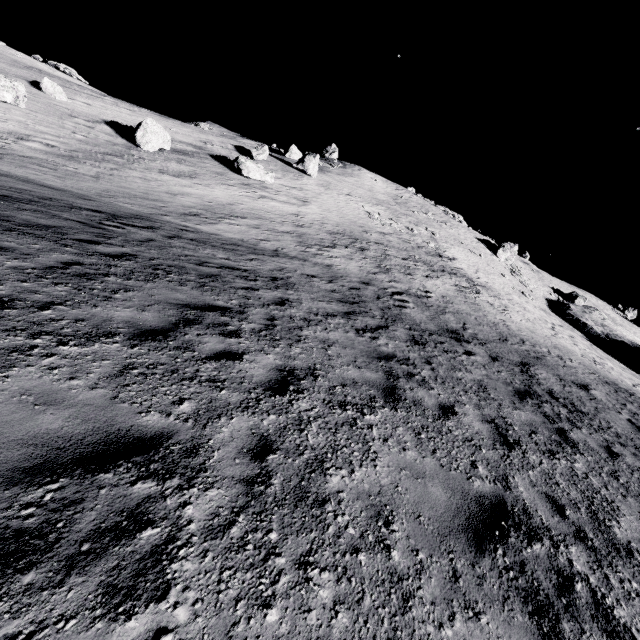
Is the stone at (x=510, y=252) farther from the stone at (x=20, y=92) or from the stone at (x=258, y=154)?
the stone at (x=20, y=92)

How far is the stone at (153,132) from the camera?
23.2m

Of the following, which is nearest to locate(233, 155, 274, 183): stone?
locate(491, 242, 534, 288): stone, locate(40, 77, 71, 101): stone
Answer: → locate(40, 77, 71, 101): stone

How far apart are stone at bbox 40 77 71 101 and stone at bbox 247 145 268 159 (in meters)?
14.99

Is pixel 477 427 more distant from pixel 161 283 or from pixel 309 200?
pixel 309 200

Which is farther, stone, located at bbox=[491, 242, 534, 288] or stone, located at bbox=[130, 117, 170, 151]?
stone, located at bbox=[491, 242, 534, 288]

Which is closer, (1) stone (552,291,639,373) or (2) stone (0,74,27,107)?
(2) stone (0,74,27,107)

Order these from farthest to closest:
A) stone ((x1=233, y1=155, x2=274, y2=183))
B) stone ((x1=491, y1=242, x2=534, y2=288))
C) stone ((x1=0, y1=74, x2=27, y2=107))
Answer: stone ((x1=491, y1=242, x2=534, y2=288)), stone ((x1=233, y1=155, x2=274, y2=183)), stone ((x1=0, y1=74, x2=27, y2=107))
